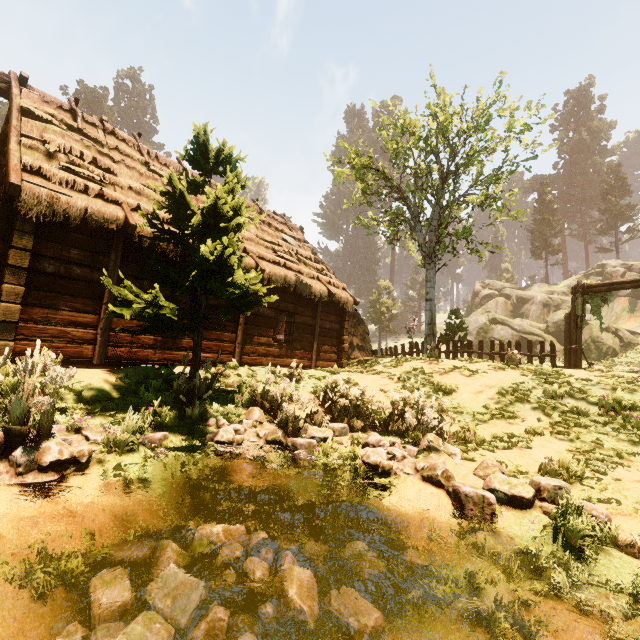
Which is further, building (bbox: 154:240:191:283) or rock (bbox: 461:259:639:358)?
rock (bbox: 461:259:639:358)

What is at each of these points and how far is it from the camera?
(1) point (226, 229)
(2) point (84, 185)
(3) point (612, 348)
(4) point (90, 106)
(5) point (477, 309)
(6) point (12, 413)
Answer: (1) treerock, 6.46m
(2) building, 7.64m
(3) rock, 27.50m
(4) treerock, 55.88m
(5) rock, 49.28m
(6) treerock, 3.97m

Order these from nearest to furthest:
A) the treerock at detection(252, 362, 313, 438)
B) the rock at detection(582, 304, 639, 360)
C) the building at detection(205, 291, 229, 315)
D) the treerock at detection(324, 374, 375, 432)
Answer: the treerock at detection(252, 362, 313, 438) → the treerock at detection(324, 374, 375, 432) → the building at detection(205, 291, 229, 315) → the rock at detection(582, 304, 639, 360)

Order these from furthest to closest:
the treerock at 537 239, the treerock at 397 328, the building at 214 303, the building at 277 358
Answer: the treerock at 397 328 < the treerock at 537 239 < the building at 277 358 < the building at 214 303

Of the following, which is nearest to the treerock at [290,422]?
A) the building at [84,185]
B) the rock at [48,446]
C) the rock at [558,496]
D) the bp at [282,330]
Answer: the building at [84,185]

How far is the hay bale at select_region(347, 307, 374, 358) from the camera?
17.13m

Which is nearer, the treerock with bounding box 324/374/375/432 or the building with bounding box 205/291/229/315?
the treerock with bounding box 324/374/375/432

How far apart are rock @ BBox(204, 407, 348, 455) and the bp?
4.9m
